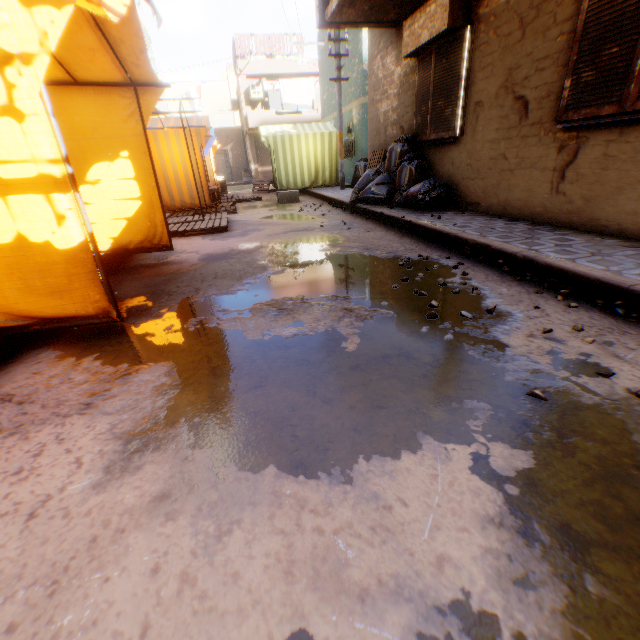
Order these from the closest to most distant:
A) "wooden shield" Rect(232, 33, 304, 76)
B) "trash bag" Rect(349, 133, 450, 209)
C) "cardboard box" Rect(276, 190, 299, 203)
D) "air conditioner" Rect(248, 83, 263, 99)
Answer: "trash bag" Rect(349, 133, 450, 209) < "cardboard box" Rect(276, 190, 299, 203) < "wooden shield" Rect(232, 33, 304, 76) < "air conditioner" Rect(248, 83, 263, 99)

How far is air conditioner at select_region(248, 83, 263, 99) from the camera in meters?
21.3

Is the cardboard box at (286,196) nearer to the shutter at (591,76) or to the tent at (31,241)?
the tent at (31,241)

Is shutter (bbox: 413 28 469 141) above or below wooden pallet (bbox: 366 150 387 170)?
above

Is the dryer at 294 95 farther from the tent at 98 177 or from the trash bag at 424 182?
the trash bag at 424 182

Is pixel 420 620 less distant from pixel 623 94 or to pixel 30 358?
pixel 30 358

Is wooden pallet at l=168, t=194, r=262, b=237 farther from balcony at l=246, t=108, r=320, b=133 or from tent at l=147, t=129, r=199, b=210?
balcony at l=246, t=108, r=320, b=133

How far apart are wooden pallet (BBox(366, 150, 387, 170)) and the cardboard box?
1.8m
